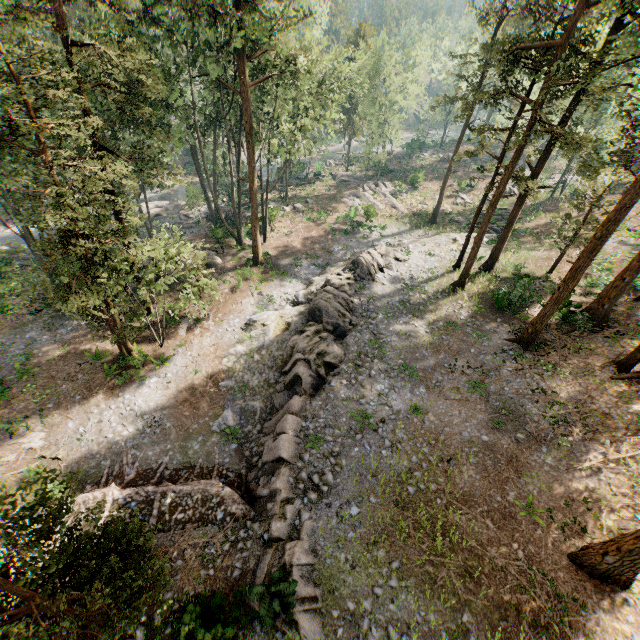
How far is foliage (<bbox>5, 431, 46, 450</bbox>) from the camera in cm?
1794

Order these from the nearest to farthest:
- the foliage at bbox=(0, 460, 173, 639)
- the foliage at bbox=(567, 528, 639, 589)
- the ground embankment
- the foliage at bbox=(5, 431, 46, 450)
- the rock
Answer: the foliage at bbox=(0, 460, 173, 639)
the foliage at bbox=(567, 528, 639, 589)
the rock
the ground embankment
the foliage at bbox=(5, 431, 46, 450)

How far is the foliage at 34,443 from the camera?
→ 17.9 meters

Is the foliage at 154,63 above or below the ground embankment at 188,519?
above

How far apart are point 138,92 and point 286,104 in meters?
29.9

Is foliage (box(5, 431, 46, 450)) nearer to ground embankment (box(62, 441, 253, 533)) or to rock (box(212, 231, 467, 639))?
ground embankment (box(62, 441, 253, 533))

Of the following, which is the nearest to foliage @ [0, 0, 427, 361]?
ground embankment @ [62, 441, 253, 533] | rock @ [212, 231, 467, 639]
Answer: ground embankment @ [62, 441, 253, 533]
